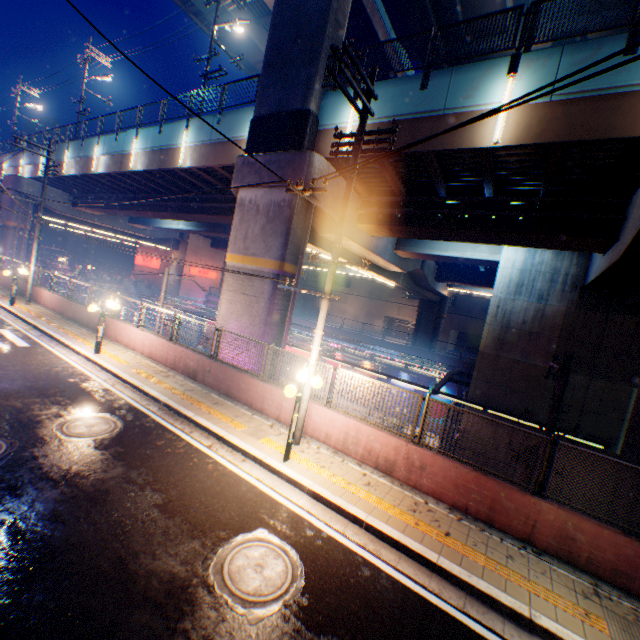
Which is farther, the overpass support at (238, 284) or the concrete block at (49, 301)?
the concrete block at (49, 301)

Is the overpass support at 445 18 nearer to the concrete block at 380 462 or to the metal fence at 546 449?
the metal fence at 546 449

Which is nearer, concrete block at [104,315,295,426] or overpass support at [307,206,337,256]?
A: concrete block at [104,315,295,426]

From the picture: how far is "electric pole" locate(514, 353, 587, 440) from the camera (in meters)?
7.92

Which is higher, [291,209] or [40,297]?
[291,209]

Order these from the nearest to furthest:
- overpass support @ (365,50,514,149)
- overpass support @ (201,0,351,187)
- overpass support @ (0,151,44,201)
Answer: overpass support @ (365,50,514,149) < overpass support @ (201,0,351,187) < overpass support @ (0,151,44,201)

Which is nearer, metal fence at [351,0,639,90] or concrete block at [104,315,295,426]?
metal fence at [351,0,639,90]

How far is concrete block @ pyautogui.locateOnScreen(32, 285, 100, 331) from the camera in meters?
16.5 m
